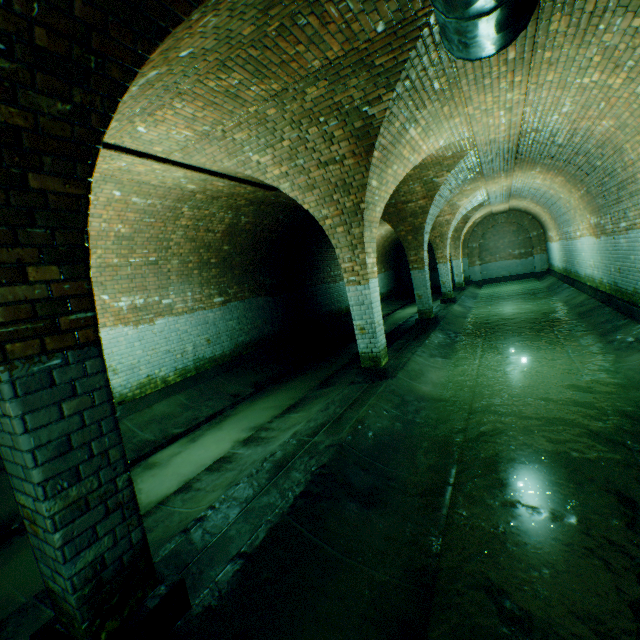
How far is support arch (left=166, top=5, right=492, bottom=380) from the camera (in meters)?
3.79

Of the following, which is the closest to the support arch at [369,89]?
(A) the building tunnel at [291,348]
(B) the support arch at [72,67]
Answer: (A) the building tunnel at [291,348]

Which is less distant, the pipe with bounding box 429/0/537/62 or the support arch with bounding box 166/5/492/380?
the pipe with bounding box 429/0/537/62

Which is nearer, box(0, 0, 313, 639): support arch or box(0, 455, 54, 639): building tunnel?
box(0, 0, 313, 639): support arch

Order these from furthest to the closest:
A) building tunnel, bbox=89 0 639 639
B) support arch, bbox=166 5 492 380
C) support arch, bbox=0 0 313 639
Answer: support arch, bbox=166 5 492 380 < building tunnel, bbox=89 0 639 639 < support arch, bbox=0 0 313 639

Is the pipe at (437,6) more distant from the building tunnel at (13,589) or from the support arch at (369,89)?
the support arch at (369,89)

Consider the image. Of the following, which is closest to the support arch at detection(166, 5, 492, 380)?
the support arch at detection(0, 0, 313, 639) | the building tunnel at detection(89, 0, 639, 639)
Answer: the building tunnel at detection(89, 0, 639, 639)

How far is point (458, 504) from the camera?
3.3m
